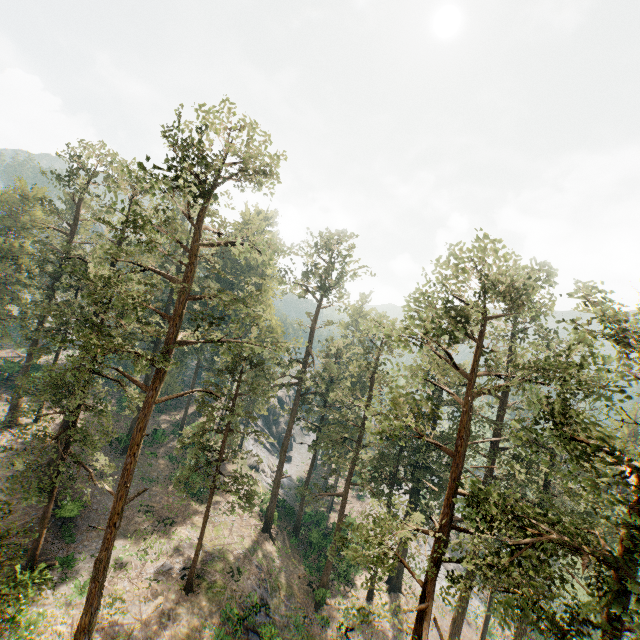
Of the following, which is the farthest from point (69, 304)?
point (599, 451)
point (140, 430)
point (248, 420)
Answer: point (599, 451)
